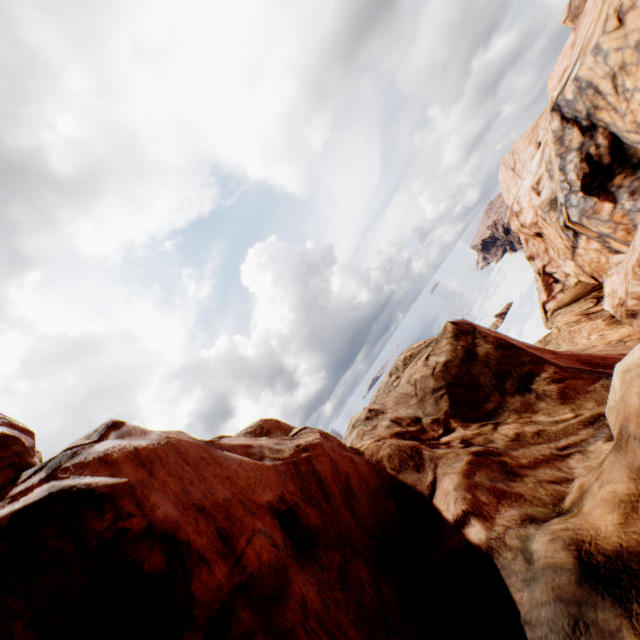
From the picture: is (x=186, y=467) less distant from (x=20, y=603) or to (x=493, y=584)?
(x=20, y=603)
